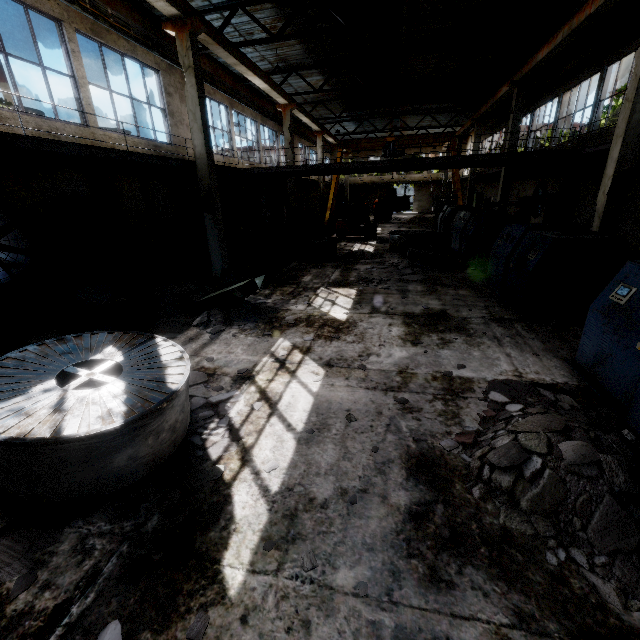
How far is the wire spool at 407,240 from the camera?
15.55m

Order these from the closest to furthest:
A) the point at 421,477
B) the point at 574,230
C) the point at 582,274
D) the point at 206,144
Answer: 1. the point at 421,477
2. the point at 582,274
3. the point at 574,230
4. the point at 206,144

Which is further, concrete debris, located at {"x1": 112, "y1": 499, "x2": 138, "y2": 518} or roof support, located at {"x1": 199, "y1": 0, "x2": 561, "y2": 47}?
roof support, located at {"x1": 199, "y1": 0, "x2": 561, "y2": 47}

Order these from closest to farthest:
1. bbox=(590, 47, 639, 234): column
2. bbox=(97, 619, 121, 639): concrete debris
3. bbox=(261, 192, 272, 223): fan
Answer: bbox=(97, 619, 121, 639): concrete debris < bbox=(590, 47, 639, 234): column < bbox=(261, 192, 272, 223): fan

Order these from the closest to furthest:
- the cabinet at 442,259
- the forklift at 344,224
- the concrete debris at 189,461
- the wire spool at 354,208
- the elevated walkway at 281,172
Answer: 1. the concrete debris at 189,461
2. the elevated walkway at 281,172
3. the cabinet at 442,259
4. the forklift at 344,224
5. the wire spool at 354,208

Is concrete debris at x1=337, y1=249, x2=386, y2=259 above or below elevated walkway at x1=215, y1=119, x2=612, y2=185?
below

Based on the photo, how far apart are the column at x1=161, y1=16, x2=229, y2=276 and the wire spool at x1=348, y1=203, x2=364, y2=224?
20.0 meters

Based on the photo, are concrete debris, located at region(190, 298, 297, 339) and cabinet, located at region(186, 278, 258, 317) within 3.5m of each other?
yes
